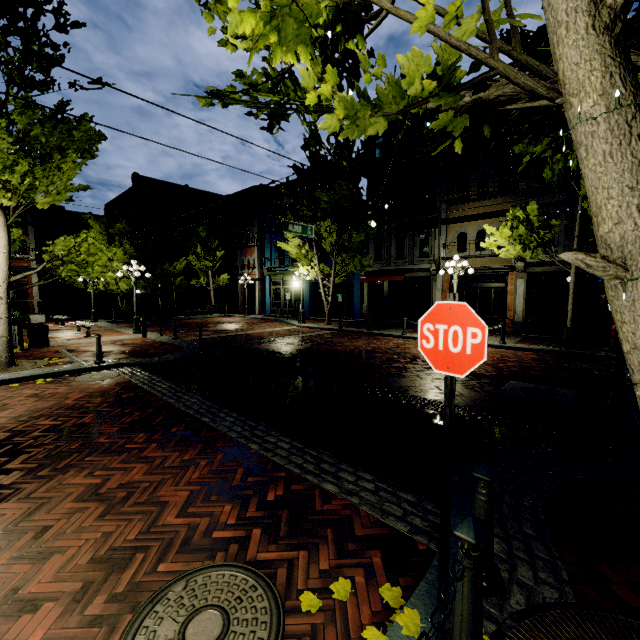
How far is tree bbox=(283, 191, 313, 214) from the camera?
18.4m

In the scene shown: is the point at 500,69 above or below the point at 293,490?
above

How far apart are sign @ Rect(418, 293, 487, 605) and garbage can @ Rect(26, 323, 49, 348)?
14.6 meters

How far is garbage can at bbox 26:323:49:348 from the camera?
11.7 meters

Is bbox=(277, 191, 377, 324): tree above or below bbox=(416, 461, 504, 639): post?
above

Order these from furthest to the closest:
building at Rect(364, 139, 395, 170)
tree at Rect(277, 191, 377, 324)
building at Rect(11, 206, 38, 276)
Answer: building at Rect(11, 206, 38, 276) < building at Rect(364, 139, 395, 170) < tree at Rect(277, 191, 377, 324)

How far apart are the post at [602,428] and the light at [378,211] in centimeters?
Answer: 731cm

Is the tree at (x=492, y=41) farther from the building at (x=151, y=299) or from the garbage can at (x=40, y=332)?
the building at (x=151, y=299)
